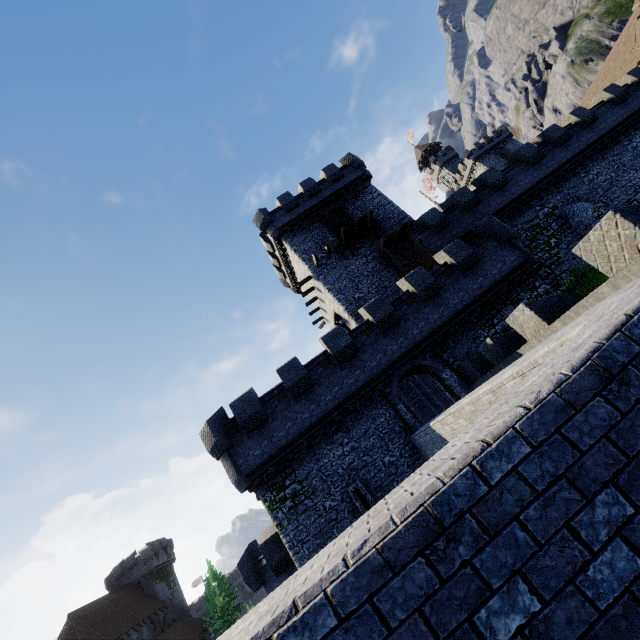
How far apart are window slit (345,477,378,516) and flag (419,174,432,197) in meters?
41.3

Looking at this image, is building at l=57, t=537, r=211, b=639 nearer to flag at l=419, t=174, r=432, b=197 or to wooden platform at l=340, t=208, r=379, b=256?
wooden platform at l=340, t=208, r=379, b=256

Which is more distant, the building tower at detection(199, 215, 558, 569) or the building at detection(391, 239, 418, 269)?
the building at detection(391, 239, 418, 269)

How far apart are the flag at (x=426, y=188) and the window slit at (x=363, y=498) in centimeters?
4128cm

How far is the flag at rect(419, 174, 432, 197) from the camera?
44.8m

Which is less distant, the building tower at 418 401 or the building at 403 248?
the building at 403 248

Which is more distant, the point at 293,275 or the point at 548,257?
the point at 293,275

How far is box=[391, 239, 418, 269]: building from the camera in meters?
25.3
